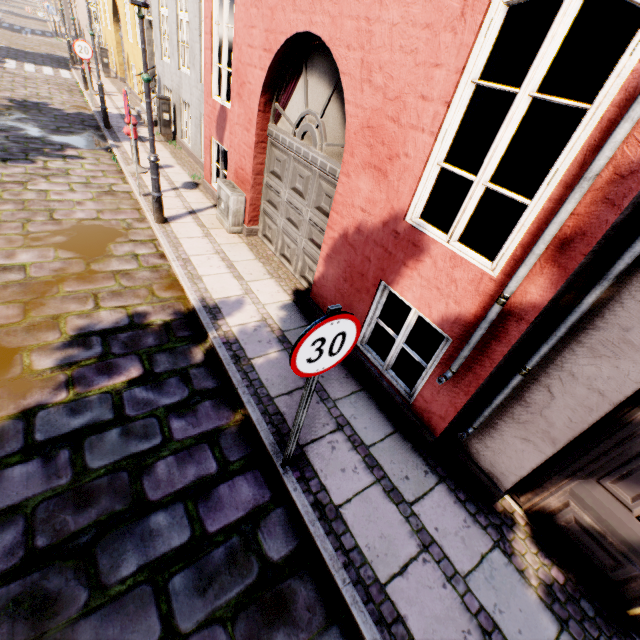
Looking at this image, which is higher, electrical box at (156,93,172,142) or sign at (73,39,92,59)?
Answer: sign at (73,39,92,59)

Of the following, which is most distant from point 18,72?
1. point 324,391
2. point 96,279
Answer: point 324,391

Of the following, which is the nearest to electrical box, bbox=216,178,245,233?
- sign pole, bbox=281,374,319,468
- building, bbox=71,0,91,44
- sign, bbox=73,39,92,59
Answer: sign pole, bbox=281,374,319,468

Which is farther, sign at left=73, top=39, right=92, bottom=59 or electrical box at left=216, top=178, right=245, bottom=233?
sign at left=73, top=39, right=92, bottom=59

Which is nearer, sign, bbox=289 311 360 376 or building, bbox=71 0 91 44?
sign, bbox=289 311 360 376

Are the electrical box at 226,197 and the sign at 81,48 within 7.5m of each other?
no

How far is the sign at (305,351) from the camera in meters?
1.9 m

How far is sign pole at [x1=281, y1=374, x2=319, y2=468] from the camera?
2.4 meters
